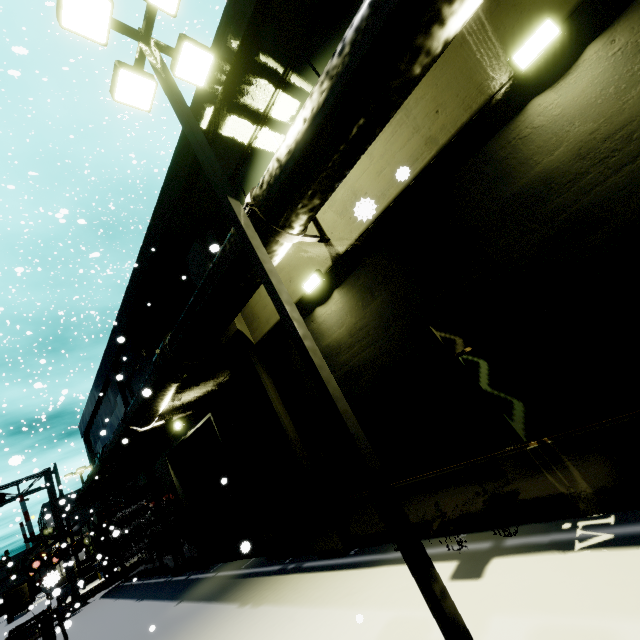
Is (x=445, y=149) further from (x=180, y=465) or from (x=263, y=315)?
(x=180, y=465)

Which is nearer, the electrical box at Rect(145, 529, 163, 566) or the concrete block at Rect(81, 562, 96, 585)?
the electrical box at Rect(145, 529, 163, 566)

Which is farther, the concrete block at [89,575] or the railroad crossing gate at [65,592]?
the concrete block at [89,575]

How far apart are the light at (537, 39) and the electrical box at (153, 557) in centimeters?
2046cm

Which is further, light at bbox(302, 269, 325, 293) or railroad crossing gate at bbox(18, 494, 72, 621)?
railroad crossing gate at bbox(18, 494, 72, 621)

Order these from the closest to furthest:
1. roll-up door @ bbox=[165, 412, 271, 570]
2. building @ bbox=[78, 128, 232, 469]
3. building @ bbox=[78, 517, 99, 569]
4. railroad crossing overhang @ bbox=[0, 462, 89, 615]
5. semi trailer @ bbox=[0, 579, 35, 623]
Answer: building @ bbox=[78, 128, 232, 469] → roll-up door @ bbox=[165, 412, 271, 570] → railroad crossing overhang @ bbox=[0, 462, 89, 615] → building @ bbox=[78, 517, 99, 569] → semi trailer @ bbox=[0, 579, 35, 623]

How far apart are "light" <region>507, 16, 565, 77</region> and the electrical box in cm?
2046

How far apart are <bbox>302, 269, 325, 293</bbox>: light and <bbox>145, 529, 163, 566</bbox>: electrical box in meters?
16.1 m
